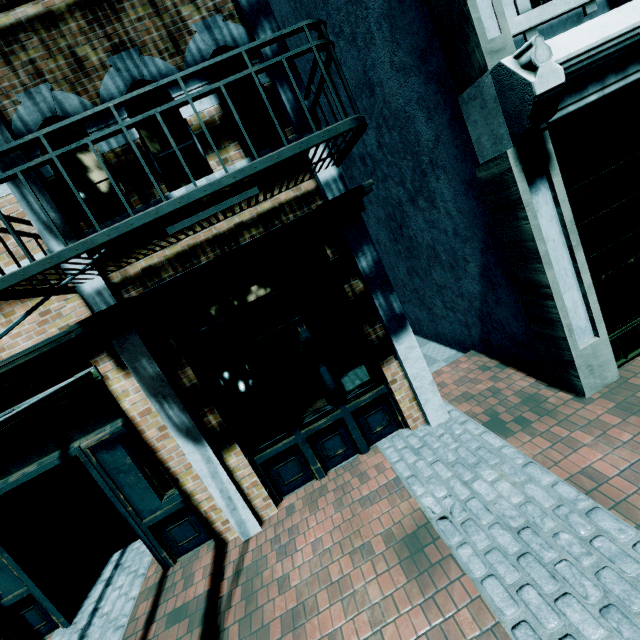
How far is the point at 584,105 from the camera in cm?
324

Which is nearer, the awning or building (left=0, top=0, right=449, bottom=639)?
the awning

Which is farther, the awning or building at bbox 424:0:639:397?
building at bbox 424:0:639:397

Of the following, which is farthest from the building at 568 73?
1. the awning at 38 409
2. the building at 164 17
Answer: the awning at 38 409

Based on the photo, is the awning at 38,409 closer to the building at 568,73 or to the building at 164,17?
the building at 164,17

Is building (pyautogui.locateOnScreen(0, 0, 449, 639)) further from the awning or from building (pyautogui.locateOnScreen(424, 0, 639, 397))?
building (pyautogui.locateOnScreen(424, 0, 639, 397))

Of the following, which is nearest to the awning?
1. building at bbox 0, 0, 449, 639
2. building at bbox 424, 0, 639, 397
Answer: building at bbox 0, 0, 449, 639
